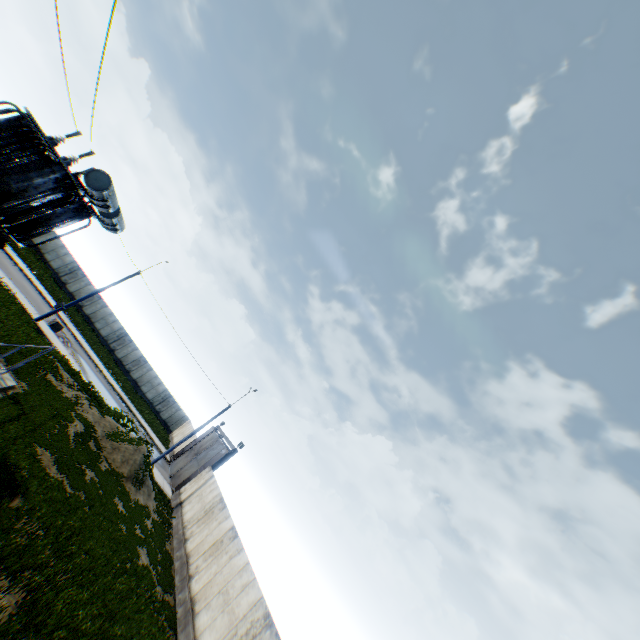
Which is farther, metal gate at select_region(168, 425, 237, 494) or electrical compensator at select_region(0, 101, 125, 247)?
metal gate at select_region(168, 425, 237, 494)

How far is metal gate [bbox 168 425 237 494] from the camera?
28.8m

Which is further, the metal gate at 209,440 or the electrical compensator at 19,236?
the metal gate at 209,440

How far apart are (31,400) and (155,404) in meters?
35.5

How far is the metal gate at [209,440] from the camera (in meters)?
28.80
